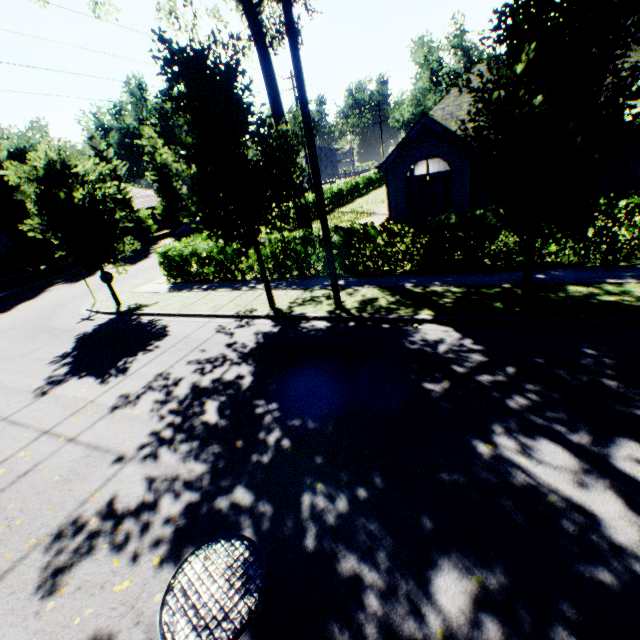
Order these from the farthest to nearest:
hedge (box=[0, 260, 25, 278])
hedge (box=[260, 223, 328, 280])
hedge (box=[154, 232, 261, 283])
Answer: hedge (box=[0, 260, 25, 278]) → hedge (box=[154, 232, 261, 283]) → hedge (box=[260, 223, 328, 280])

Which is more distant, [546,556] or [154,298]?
[154,298]

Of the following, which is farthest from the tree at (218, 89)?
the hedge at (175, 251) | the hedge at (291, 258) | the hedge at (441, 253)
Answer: the hedge at (441, 253)

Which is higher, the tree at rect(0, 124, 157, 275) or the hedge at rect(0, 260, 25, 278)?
the tree at rect(0, 124, 157, 275)

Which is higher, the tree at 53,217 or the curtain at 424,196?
the tree at 53,217

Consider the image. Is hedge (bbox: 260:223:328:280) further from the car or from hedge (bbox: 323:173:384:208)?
the car

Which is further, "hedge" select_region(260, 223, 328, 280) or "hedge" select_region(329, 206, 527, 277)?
"hedge" select_region(260, 223, 328, 280)

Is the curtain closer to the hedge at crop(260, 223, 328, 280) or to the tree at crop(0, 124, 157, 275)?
the tree at crop(0, 124, 157, 275)
